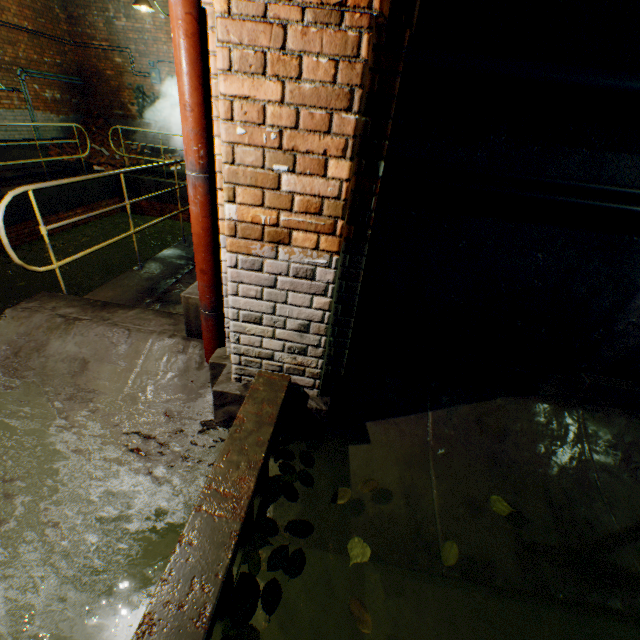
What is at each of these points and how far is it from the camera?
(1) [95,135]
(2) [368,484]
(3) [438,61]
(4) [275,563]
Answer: (1) brick pile, 11.08m
(2) leaves, 2.16m
(3) cable, 1.69m
(4) leaves, 1.73m

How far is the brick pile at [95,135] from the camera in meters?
10.6

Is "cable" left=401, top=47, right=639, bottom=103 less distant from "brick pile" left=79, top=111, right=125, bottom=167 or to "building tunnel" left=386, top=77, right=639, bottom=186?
"building tunnel" left=386, top=77, right=639, bottom=186

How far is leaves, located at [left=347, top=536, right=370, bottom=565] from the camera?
1.8 meters

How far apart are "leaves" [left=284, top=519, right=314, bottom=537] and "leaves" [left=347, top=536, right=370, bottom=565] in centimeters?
31cm

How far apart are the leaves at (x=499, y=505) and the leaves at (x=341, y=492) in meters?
0.8 m

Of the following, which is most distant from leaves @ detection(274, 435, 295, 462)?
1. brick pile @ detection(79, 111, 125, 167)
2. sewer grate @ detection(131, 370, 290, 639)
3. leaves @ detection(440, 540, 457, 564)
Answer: brick pile @ detection(79, 111, 125, 167)

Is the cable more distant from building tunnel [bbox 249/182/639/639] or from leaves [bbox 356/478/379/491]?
leaves [bbox 356/478/379/491]
